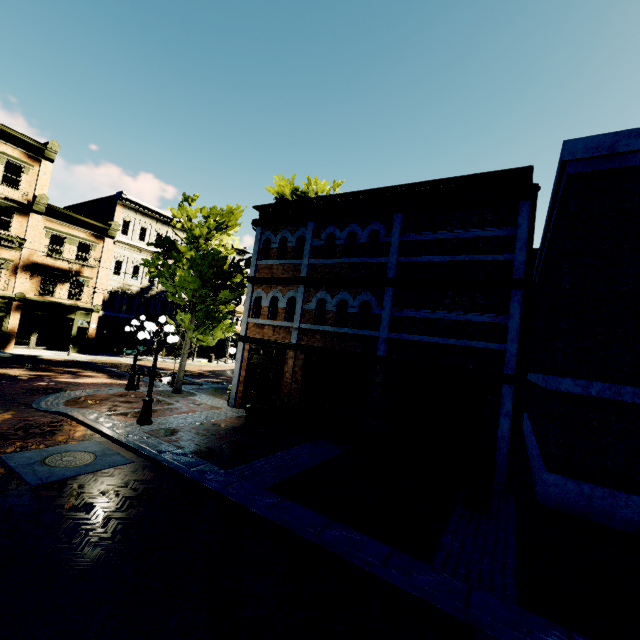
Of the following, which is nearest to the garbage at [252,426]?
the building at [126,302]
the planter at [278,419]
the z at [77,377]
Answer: the planter at [278,419]

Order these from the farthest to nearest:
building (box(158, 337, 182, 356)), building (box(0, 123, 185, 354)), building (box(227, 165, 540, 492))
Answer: building (box(158, 337, 182, 356))
building (box(0, 123, 185, 354))
building (box(227, 165, 540, 492))

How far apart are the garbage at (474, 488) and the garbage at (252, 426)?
6.8 meters

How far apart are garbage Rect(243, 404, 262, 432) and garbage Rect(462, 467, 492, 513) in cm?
→ 682

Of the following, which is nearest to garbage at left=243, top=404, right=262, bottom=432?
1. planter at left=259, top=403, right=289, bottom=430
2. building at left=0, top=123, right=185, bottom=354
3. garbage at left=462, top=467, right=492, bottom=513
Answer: planter at left=259, top=403, right=289, bottom=430

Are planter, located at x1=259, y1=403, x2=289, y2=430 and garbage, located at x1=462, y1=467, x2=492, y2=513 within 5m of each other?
no

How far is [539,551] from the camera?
6.4m

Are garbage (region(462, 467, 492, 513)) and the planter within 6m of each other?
no
